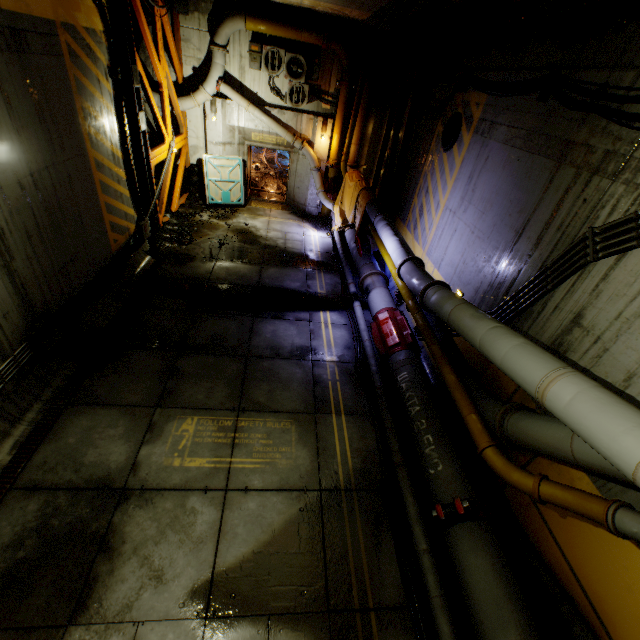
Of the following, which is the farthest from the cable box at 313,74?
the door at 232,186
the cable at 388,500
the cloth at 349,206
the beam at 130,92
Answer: the cable at 388,500

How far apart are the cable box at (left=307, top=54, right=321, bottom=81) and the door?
3.99m

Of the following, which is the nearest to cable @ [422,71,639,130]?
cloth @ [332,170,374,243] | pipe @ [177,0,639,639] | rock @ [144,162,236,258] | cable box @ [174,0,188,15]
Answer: pipe @ [177,0,639,639]

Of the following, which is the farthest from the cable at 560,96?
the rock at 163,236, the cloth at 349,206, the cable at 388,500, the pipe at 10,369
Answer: the pipe at 10,369

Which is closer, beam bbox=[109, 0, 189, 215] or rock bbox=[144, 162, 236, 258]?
beam bbox=[109, 0, 189, 215]

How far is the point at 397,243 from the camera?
7.9m

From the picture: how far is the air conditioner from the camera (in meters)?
11.75

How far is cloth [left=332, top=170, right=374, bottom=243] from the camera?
11.2m
